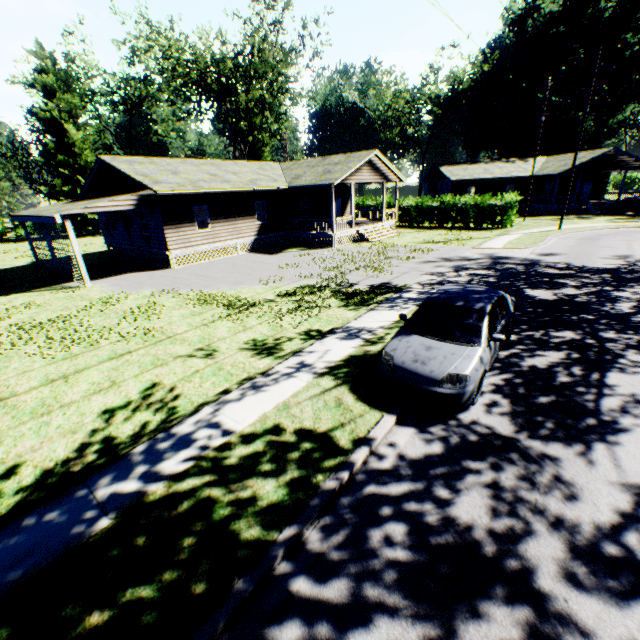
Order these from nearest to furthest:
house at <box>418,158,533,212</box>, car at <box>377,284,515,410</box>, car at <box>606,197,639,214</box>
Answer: car at <box>377,284,515,410</box> → car at <box>606,197,639,214</box> → house at <box>418,158,533,212</box>

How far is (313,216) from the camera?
28.9 meters

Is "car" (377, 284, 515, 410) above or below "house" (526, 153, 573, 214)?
below

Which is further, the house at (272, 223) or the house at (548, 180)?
the house at (548, 180)

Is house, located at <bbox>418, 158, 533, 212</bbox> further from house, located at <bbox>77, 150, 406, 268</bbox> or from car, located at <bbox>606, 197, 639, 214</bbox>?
house, located at <bbox>77, 150, 406, 268</bbox>

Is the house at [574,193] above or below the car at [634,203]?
above

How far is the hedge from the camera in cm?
2847

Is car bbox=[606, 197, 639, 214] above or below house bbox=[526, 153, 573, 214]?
below
